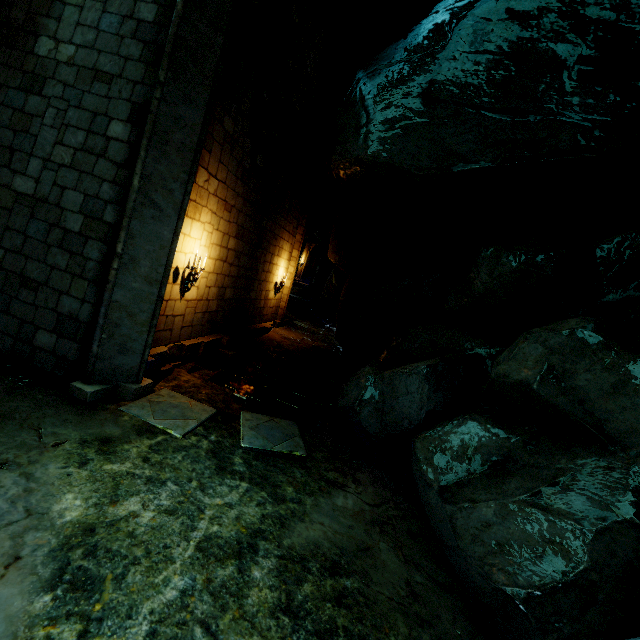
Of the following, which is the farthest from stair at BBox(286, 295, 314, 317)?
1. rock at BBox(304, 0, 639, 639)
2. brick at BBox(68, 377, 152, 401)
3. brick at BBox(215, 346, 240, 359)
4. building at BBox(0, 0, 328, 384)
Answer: brick at BBox(68, 377, 152, 401)

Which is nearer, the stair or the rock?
the rock

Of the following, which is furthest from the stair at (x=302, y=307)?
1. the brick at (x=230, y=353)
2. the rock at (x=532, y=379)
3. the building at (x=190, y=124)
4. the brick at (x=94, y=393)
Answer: the brick at (x=94, y=393)

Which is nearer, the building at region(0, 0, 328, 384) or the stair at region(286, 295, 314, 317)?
the building at region(0, 0, 328, 384)

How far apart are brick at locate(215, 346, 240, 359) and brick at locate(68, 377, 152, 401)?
3.2m

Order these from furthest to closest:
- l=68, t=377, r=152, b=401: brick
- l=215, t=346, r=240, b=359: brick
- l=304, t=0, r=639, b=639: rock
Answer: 1. l=215, t=346, r=240, b=359: brick
2. l=68, t=377, r=152, b=401: brick
3. l=304, t=0, r=639, b=639: rock

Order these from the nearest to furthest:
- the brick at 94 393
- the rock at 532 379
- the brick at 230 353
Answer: the rock at 532 379, the brick at 94 393, the brick at 230 353

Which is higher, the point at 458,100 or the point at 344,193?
the point at 458,100
